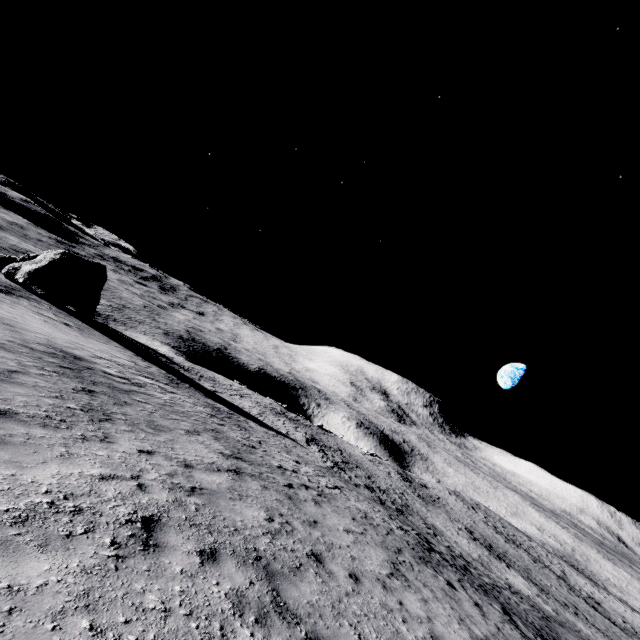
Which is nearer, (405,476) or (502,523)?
(405,476)
